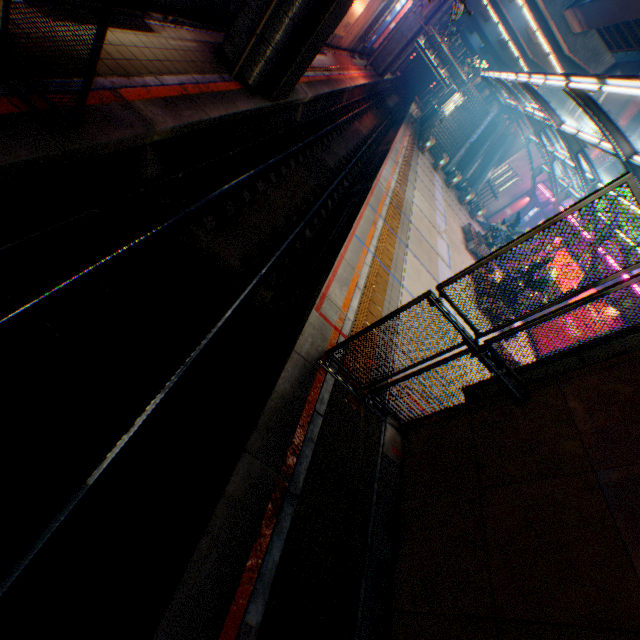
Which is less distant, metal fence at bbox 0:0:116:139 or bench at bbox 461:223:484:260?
metal fence at bbox 0:0:116:139

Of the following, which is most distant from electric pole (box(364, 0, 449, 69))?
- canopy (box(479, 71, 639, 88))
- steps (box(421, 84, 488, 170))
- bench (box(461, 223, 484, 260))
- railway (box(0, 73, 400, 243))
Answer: bench (box(461, 223, 484, 260))

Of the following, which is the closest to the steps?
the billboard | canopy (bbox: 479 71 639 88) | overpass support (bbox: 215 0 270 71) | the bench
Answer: canopy (bbox: 479 71 639 88)

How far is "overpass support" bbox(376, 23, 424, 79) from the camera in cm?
3177

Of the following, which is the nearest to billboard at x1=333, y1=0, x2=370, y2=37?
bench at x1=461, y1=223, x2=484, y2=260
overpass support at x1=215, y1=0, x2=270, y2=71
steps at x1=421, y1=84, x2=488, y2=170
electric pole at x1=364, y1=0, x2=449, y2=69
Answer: overpass support at x1=215, y1=0, x2=270, y2=71

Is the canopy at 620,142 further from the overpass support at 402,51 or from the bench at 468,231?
the overpass support at 402,51

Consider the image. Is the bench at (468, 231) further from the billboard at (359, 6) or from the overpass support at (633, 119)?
the billboard at (359, 6)

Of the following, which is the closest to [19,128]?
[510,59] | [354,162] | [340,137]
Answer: [354,162]
